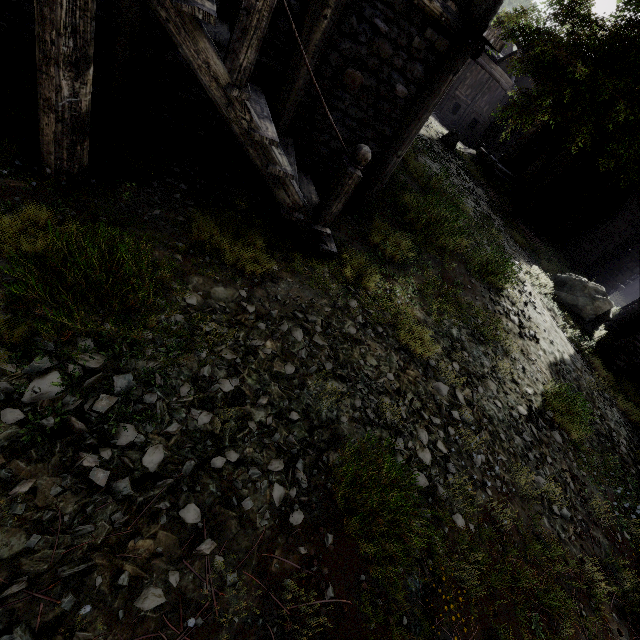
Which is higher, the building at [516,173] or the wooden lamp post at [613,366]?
the building at [516,173]

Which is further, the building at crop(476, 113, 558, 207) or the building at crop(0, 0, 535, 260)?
the building at crop(476, 113, 558, 207)

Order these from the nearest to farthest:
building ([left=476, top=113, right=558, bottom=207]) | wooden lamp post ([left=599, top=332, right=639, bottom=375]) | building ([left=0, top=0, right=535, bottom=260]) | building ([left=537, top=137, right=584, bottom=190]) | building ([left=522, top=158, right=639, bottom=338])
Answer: building ([left=0, top=0, right=535, bottom=260]), wooden lamp post ([left=599, top=332, right=639, bottom=375]), building ([left=522, top=158, right=639, bottom=338]), building ([left=537, top=137, right=584, bottom=190]), building ([left=476, top=113, right=558, bottom=207])

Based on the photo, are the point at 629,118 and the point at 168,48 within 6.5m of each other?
no

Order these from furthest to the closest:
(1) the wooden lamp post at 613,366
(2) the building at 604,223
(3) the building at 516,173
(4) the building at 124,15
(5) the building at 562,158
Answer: (3) the building at 516,173, (5) the building at 562,158, (2) the building at 604,223, (1) the wooden lamp post at 613,366, (4) the building at 124,15

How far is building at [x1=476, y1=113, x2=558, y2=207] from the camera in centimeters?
2067cm
